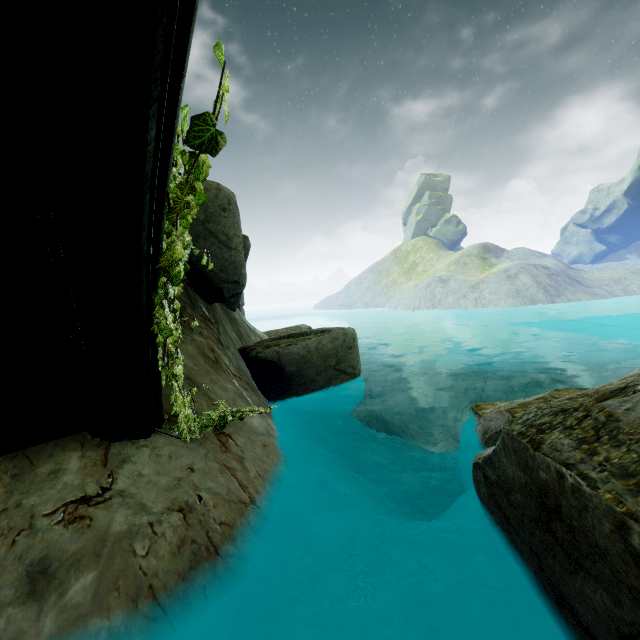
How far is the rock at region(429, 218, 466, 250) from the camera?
57.97m

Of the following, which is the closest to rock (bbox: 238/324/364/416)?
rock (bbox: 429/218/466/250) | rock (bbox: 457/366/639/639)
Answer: rock (bbox: 457/366/639/639)

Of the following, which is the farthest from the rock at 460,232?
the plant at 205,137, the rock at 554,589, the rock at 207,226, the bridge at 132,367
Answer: the plant at 205,137

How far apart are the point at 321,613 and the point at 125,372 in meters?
3.1 m

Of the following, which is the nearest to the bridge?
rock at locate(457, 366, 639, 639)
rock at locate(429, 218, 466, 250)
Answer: rock at locate(457, 366, 639, 639)

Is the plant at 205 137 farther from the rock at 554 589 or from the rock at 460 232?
the rock at 460 232

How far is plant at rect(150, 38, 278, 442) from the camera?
1.9 meters

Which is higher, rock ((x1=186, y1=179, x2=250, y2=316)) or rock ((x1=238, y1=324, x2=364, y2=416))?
rock ((x1=186, y1=179, x2=250, y2=316))
